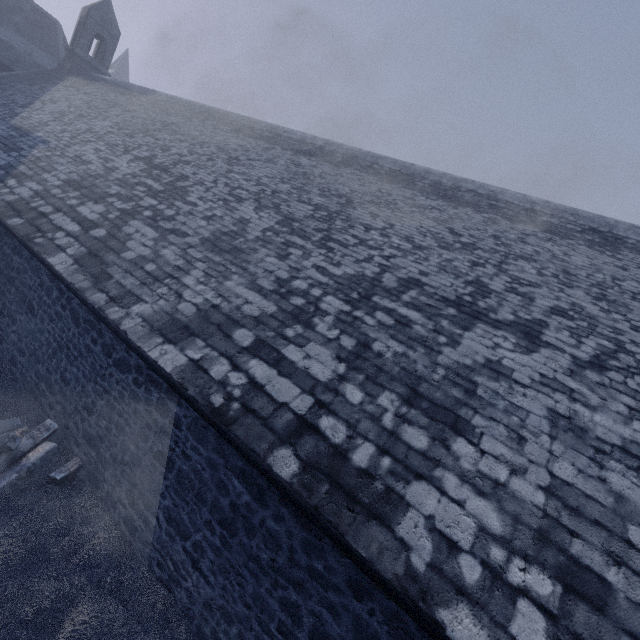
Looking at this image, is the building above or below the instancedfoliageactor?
above

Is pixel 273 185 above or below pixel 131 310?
above

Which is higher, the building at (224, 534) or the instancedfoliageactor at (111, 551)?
the building at (224, 534)
